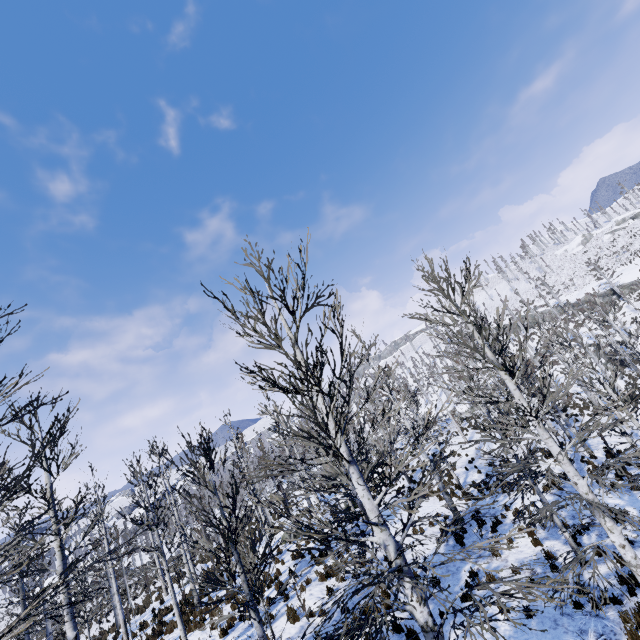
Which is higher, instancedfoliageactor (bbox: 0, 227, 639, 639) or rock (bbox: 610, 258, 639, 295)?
rock (bbox: 610, 258, 639, 295)

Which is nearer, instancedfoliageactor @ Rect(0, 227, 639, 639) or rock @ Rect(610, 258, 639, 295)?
instancedfoliageactor @ Rect(0, 227, 639, 639)

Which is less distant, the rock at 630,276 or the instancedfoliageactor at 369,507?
the instancedfoliageactor at 369,507

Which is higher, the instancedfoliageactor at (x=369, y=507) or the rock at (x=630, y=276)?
the rock at (x=630, y=276)

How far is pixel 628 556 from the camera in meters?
6.2 m
